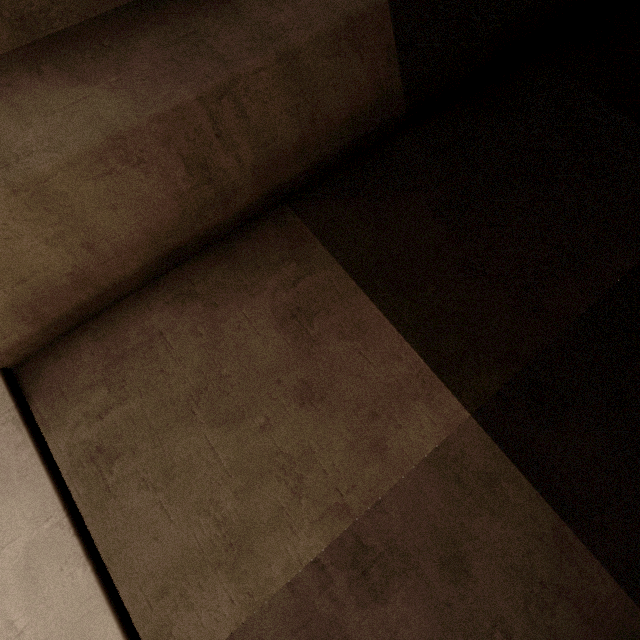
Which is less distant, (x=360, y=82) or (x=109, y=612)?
(x=109, y=612)
